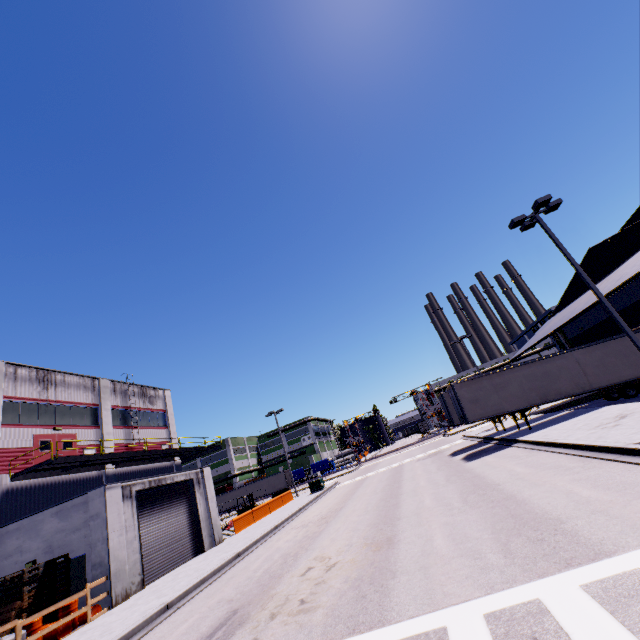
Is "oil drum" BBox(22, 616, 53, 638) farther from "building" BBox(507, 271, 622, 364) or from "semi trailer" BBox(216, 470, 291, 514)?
"semi trailer" BBox(216, 470, 291, 514)

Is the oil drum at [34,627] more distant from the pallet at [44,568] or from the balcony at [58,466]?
the balcony at [58,466]

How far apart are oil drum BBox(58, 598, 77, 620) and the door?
11.07m

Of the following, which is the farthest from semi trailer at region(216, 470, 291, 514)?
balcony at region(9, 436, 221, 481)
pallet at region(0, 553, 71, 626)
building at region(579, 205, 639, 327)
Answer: balcony at region(9, 436, 221, 481)

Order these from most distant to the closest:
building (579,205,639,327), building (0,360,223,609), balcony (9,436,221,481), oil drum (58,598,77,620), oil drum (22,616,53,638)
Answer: balcony (9,436,221,481)
building (579,205,639,327)
building (0,360,223,609)
oil drum (58,598,77,620)
oil drum (22,616,53,638)

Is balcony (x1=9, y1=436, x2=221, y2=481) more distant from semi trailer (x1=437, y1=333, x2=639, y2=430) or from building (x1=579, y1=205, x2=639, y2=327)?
semi trailer (x1=437, y1=333, x2=639, y2=430)

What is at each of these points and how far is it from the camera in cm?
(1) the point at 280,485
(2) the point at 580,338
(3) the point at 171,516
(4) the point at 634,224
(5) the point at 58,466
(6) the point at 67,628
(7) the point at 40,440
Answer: (1) semi trailer, 5459
(2) building, 3184
(3) roll-up door, 1898
(4) building, 2147
(5) balcony, 2005
(6) oil drum, 1184
(7) door, 2123

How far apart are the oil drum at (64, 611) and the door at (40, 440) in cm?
1107
